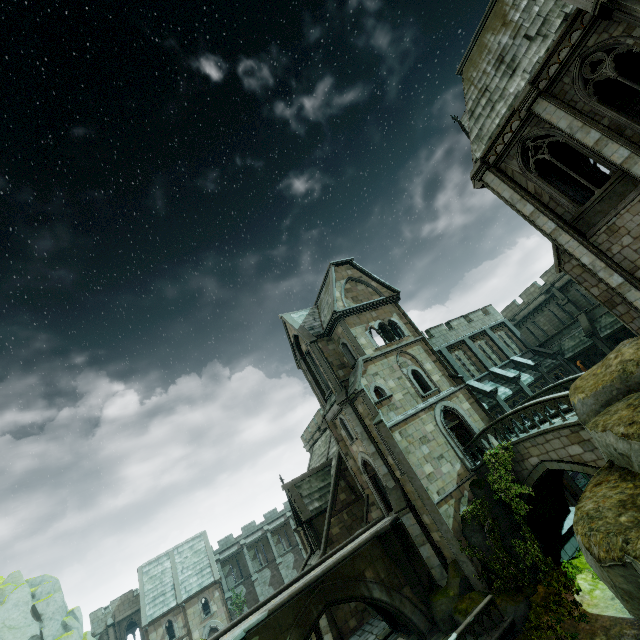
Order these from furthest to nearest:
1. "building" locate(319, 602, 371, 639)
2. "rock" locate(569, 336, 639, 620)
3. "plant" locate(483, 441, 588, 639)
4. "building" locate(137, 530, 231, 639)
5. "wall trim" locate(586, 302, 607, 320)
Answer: "building" locate(137, 530, 231, 639)
"wall trim" locate(586, 302, 607, 320)
"building" locate(319, 602, 371, 639)
"plant" locate(483, 441, 588, 639)
"rock" locate(569, 336, 639, 620)

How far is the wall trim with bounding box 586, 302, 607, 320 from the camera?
26.8m

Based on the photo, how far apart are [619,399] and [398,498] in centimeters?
1516cm

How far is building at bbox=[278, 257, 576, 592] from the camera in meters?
18.4 m

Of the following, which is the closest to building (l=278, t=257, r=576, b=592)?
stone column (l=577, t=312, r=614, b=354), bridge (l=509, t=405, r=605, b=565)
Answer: → bridge (l=509, t=405, r=605, b=565)

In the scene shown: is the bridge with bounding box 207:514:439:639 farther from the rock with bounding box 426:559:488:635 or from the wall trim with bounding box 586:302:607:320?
the wall trim with bounding box 586:302:607:320

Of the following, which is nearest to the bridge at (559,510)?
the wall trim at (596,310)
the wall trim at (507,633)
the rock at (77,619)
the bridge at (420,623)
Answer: the wall trim at (507,633)

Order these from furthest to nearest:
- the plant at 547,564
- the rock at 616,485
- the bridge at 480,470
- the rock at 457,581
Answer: the bridge at 480,470
the rock at 457,581
the plant at 547,564
the rock at 616,485
